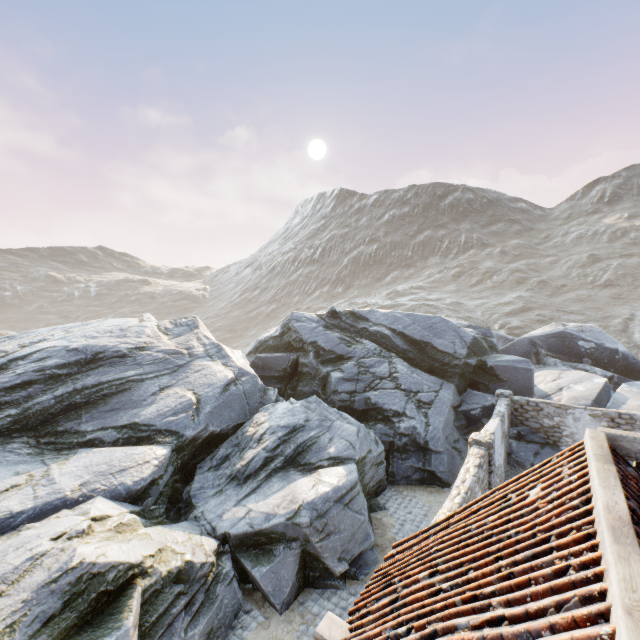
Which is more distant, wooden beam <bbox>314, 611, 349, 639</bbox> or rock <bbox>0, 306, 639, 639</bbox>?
rock <bbox>0, 306, 639, 639</bbox>

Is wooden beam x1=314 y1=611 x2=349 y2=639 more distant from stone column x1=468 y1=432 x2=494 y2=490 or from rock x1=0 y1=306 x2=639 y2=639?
stone column x1=468 y1=432 x2=494 y2=490

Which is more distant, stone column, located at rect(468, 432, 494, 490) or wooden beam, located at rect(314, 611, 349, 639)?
stone column, located at rect(468, 432, 494, 490)

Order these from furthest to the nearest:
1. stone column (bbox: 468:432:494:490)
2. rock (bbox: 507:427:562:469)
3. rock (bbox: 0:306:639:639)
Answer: rock (bbox: 507:427:562:469) < stone column (bbox: 468:432:494:490) < rock (bbox: 0:306:639:639)

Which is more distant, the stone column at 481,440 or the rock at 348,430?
the stone column at 481,440

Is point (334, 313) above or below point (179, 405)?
above

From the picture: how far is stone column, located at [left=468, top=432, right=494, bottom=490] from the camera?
10.4 meters

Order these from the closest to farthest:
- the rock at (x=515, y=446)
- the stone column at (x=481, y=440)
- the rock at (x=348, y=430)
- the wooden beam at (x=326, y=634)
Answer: the wooden beam at (x=326, y=634), the rock at (x=348, y=430), the stone column at (x=481, y=440), the rock at (x=515, y=446)
